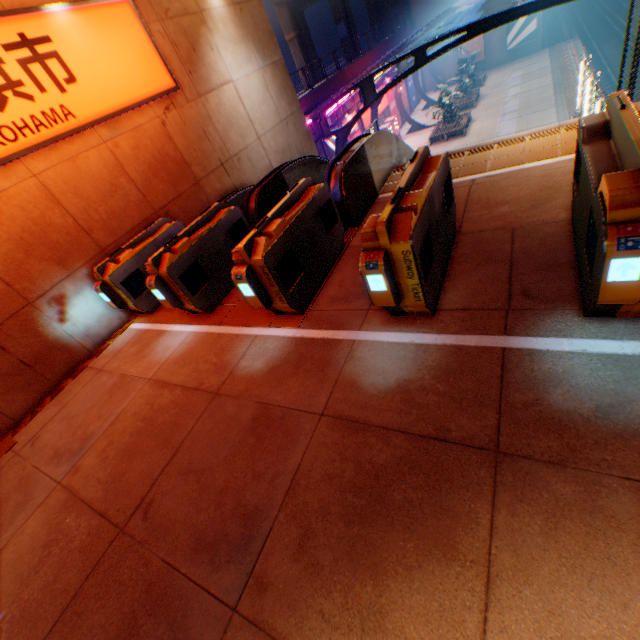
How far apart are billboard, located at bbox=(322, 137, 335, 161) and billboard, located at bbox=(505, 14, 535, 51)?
27.32m

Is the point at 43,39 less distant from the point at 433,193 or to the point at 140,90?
the point at 140,90

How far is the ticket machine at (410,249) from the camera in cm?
289

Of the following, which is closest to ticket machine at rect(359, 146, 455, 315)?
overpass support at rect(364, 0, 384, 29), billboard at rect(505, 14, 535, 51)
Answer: billboard at rect(505, 14, 535, 51)

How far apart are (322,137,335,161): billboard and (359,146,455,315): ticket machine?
18.5m

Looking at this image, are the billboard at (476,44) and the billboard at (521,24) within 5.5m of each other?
yes

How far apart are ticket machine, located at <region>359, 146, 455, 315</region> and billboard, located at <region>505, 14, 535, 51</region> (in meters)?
44.22

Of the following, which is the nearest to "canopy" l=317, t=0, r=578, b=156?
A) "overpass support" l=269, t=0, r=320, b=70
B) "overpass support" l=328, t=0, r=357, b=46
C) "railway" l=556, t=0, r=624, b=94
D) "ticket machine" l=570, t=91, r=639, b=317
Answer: "overpass support" l=269, t=0, r=320, b=70
